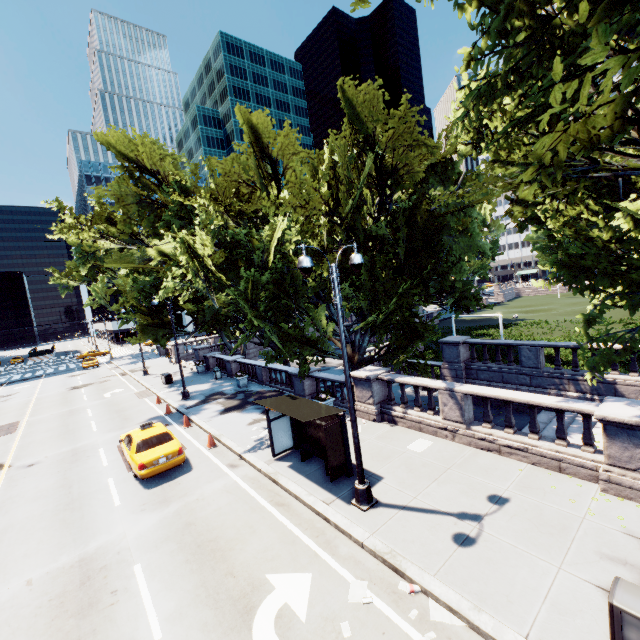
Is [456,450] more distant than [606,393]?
No

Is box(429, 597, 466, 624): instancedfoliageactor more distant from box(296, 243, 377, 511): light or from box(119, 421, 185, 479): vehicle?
box(119, 421, 185, 479): vehicle

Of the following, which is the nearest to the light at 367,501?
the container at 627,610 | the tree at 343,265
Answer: the tree at 343,265

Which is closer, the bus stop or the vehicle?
the bus stop

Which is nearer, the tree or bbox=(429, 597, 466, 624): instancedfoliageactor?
the tree

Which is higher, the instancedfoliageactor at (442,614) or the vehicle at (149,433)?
the vehicle at (149,433)

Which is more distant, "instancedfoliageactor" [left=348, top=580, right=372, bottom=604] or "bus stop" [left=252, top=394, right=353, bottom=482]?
"bus stop" [left=252, top=394, right=353, bottom=482]

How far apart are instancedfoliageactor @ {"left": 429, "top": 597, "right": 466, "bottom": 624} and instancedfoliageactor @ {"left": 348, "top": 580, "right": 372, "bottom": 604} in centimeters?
110cm
